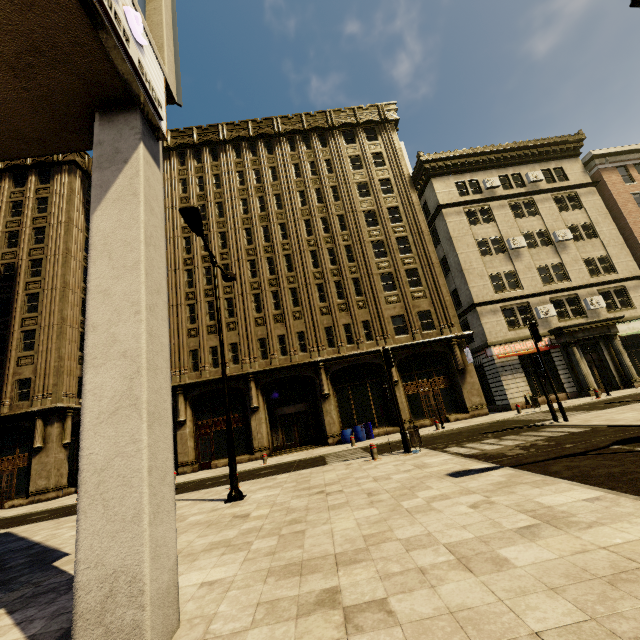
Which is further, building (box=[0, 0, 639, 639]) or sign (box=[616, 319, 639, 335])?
sign (box=[616, 319, 639, 335])

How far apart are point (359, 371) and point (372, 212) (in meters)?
13.74

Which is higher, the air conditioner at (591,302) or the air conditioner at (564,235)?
the air conditioner at (564,235)

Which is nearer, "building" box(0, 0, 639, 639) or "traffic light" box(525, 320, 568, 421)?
"building" box(0, 0, 639, 639)

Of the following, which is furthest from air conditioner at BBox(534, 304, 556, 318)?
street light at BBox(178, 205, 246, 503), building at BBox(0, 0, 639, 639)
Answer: street light at BBox(178, 205, 246, 503)

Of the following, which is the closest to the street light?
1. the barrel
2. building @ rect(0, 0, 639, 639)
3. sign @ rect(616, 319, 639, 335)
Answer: building @ rect(0, 0, 639, 639)

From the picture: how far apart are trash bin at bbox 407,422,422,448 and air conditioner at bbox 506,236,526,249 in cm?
2045

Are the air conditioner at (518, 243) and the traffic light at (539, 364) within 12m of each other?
no
